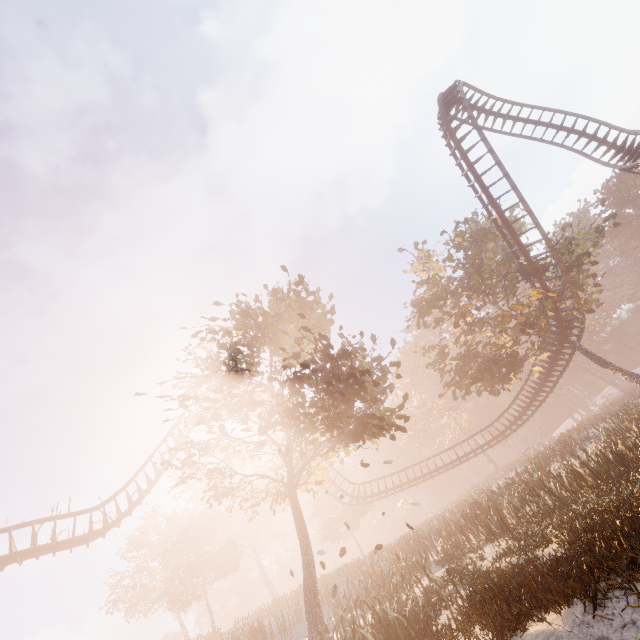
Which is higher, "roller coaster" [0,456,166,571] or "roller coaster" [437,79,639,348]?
"roller coaster" [437,79,639,348]

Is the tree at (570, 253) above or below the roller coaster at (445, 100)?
below

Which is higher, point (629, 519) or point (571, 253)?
point (571, 253)

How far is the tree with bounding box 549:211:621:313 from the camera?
20.95m

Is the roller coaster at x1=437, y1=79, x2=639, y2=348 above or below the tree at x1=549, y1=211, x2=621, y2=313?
above

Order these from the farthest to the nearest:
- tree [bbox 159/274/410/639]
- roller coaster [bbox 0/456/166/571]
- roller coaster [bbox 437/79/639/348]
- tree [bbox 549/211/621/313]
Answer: tree [bbox 549/211/621/313], roller coaster [bbox 437/79/639/348], roller coaster [bbox 0/456/166/571], tree [bbox 159/274/410/639]

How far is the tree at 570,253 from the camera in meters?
21.0

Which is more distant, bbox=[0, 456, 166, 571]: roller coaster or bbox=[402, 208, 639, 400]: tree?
bbox=[402, 208, 639, 400]: tree
